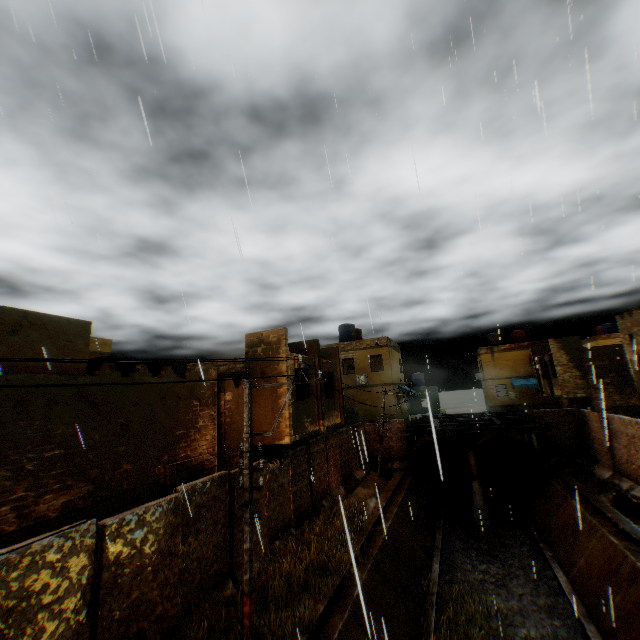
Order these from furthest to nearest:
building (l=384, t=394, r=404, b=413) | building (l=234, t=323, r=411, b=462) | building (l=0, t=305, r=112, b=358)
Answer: building (l=384, t=394, r=404, b=413)
building (l=234, t=323, r=411, b=462)
building (l=0, t=305, r=112, b=358)

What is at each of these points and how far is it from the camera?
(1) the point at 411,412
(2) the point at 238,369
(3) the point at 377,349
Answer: (1) building, 41.0 meters
(2) building, 15.2 meters
(3) building, 27.3 meters

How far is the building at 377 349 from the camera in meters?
14.3

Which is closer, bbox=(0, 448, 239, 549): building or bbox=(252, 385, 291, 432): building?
bbox=(0, 448, 239, 549): building

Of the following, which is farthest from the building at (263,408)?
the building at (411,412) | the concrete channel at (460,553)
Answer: the building at (411,412)

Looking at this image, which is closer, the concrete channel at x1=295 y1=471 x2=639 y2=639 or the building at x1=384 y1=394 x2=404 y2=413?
the concrete channel at x1=295 y1=471 x2=639 y2=639

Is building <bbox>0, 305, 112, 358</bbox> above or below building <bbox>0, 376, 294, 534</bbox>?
above
